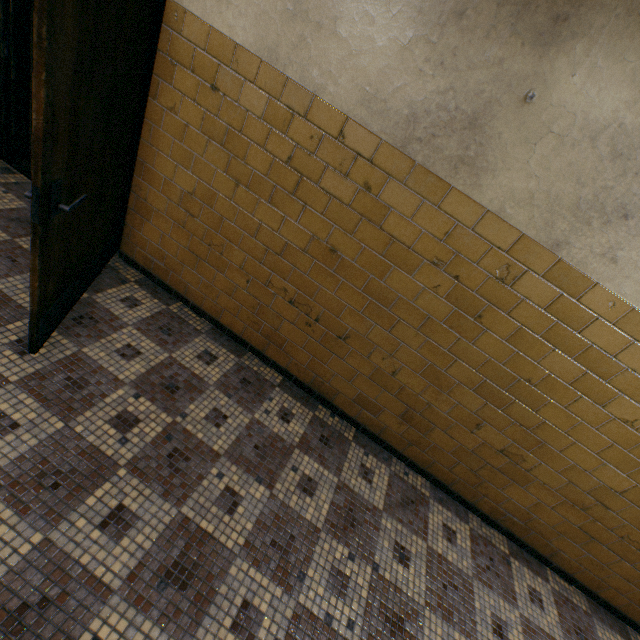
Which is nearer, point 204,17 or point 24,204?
point 204,17
